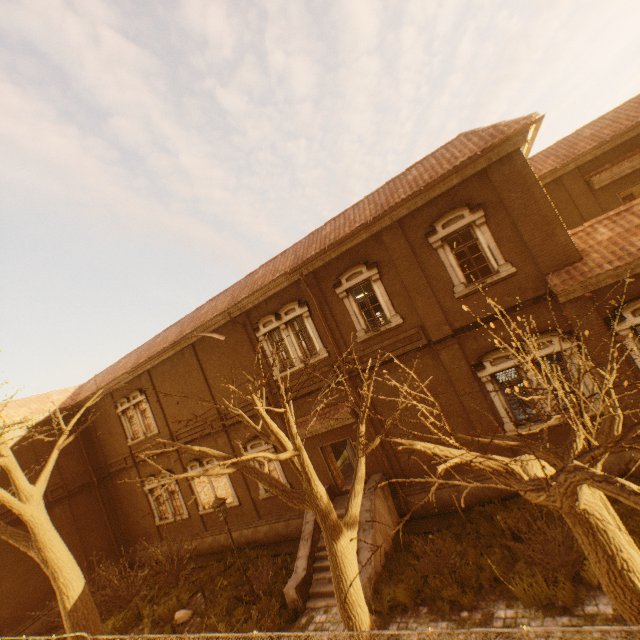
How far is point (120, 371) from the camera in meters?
19.3 m

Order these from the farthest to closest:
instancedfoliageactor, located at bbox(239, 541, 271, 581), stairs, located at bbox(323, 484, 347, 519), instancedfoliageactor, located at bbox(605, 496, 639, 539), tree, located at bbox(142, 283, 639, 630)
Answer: instancedfoliageactor, located at bbox(239, 541, 271, 581) → stairs, located at bbox(323, 484, 347, 519) → instancedfoliageactor, located at bbox(605, 496, 639, 539) → tree, located at bbox(142, 283, 639, 630)

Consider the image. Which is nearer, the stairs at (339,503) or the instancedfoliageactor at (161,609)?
the instancedfoliageactor at (161,609)

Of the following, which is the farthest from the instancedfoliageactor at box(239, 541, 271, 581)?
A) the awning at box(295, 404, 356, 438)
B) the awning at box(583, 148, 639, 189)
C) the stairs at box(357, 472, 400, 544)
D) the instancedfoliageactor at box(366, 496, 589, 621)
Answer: the awning at box(583, 148, 639, 189)

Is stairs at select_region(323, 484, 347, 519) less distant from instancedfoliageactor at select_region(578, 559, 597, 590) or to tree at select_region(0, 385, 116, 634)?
instancedfoliageactor at select_region(578, 559, 597, 590)

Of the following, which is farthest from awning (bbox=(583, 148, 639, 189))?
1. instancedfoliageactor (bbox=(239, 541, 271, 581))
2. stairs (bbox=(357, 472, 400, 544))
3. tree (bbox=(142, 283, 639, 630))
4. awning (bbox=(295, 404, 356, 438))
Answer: instancedfoliageactor (bbox=(239, 541, 271, 581))

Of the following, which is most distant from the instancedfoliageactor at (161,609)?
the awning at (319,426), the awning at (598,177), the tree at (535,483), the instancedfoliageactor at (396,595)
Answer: the awning at (598,177)

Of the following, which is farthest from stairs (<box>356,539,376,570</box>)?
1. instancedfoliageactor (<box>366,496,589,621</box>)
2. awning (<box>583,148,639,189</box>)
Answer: awning (<box>583,148,639,189</box>)
